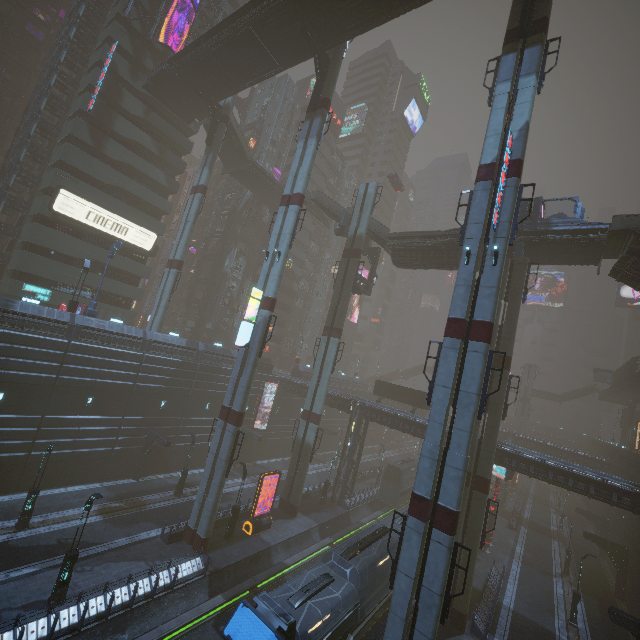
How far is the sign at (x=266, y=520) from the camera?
26.7m

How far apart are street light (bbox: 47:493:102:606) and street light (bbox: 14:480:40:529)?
6.68m

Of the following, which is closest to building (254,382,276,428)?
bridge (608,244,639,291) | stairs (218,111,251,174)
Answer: stairs (218,111,251,174)

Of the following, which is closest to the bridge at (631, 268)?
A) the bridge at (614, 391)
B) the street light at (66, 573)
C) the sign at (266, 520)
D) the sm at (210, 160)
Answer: the bridge at (614, 391)

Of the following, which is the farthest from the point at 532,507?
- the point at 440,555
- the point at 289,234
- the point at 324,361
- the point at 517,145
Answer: the point at 289,234

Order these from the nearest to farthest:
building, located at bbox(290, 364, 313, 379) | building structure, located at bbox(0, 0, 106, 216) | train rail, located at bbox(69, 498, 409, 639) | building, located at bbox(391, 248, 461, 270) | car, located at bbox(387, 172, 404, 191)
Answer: train rail, located at bbox(69, 498, 409, 639) → building, located at bbox(391, 248, 461, 270) → building structure, located at bbox(0, 0, 106, 216) → building, located at bbox(290, 364, 313, 379) → car, located at bbox(387, 172, 404, 191)

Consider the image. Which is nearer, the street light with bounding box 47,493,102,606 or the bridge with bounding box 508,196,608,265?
the street light with bounding box 47,493,102,606

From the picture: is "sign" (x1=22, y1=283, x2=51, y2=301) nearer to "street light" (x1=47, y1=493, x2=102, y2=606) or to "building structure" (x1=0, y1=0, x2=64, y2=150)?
"building structure" (x1=0, y1=0, x2=64, y2=150)
